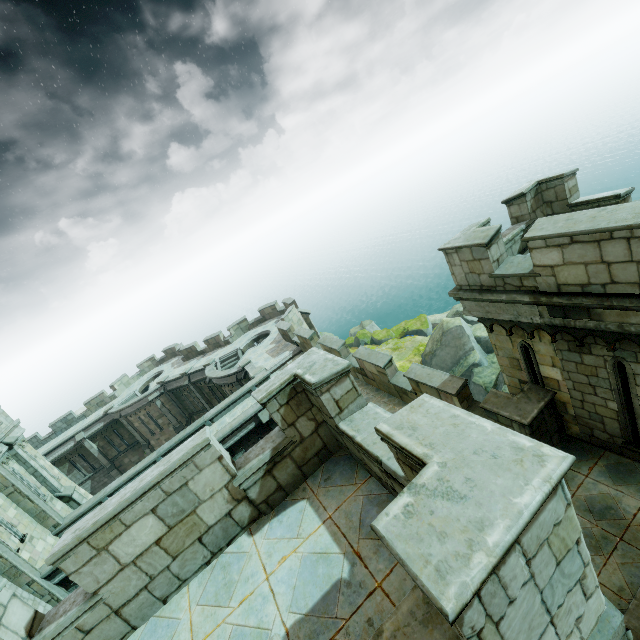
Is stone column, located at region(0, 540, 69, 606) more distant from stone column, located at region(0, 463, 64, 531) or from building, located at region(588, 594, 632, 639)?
building, located at region(588, 594, 632, 639)

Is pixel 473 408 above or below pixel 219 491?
below

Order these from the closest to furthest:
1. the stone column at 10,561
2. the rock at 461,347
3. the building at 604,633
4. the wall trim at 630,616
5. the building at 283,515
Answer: the building at 604,633 < the building at 283,515 < the wall trim at 630,616 < the stone column at 10,561 < the rock at 461,347

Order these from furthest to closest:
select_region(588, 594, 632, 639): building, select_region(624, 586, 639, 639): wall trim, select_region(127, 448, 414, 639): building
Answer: select_region(624, 586, 639, 639): wall trim, select_region(127, 448, 414, 639): building, select_region(588, 594, 632, 639): building

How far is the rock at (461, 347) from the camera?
25.38m

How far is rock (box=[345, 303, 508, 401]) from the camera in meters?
25.4 m

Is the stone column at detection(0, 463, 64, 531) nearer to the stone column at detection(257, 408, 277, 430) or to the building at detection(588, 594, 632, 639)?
the building at detection(588, 594, 632, 639)

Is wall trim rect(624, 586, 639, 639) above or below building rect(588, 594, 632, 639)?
below
